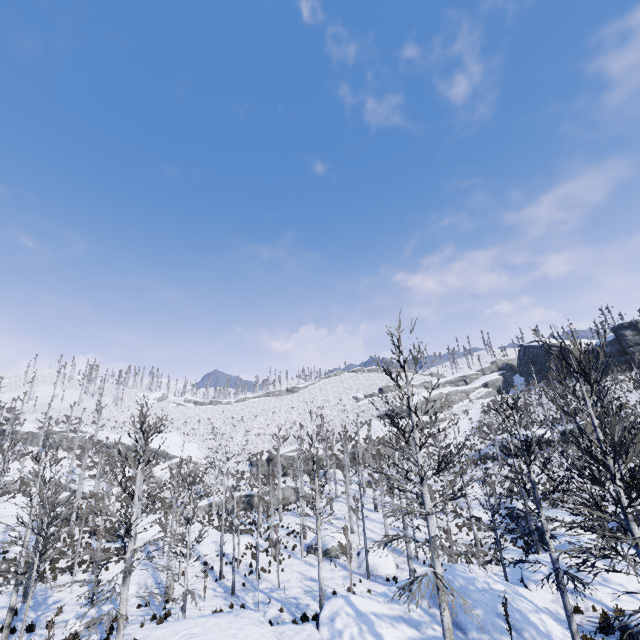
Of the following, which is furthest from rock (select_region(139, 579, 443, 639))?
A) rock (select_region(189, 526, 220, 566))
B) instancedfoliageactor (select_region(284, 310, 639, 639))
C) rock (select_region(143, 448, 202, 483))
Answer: rock (select_region(143, 448, 202, 483))

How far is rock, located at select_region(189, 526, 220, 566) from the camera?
25.6 meters

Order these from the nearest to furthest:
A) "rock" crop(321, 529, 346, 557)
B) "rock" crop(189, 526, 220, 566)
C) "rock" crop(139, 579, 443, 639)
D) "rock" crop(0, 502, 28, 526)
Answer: "rock" crop(139, 579, 443, 639)
"rock" crop(189, 526, 220, 566)
"rock" crop(321, 529, 346, 557)
"rock" crop(0, 502, 28, 526)

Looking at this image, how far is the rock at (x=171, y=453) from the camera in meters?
53.3

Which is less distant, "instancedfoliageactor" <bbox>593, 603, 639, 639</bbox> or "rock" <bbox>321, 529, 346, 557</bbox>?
"instancedfoliageactor" <bbox>593, 603, 639, 639</bbox>

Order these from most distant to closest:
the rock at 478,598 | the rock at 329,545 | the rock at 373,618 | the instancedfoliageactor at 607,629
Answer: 1. the rock at 329,545
2. the rock at 478,598
3. the rock at 373,618
4. the instancedfoliageactor at 607,629

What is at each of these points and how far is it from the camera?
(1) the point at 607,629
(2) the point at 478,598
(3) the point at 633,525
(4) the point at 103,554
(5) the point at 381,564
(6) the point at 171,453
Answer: (1) instancedfoliageactor, 11.02m
(2) rock, 11.70m
(3) instancedfoliageactor, 7.42m
(4) instancedfoliageactor, 10.57m
(5) rock, 23.81m
(6) rock, 57.97m

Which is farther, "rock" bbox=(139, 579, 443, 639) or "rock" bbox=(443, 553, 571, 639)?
"rock" bbox=(443, 553, 571, 639)
